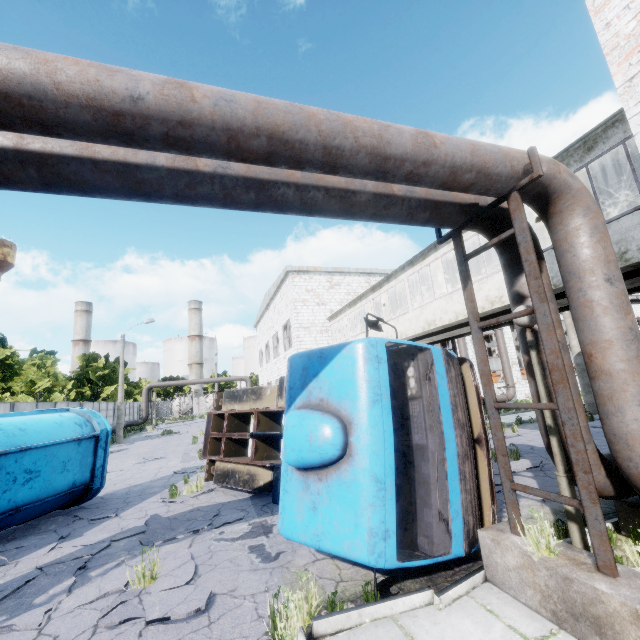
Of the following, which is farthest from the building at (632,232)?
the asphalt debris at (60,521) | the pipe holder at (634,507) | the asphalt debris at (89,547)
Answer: the asphalt debris at (60,521)

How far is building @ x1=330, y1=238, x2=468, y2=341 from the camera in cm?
1127

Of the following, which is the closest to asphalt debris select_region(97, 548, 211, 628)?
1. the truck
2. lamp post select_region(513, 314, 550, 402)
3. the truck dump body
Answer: the truck dump body

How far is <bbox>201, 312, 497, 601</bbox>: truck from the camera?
4.0m

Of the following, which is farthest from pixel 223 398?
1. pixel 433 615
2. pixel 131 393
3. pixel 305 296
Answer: pixel 131 393

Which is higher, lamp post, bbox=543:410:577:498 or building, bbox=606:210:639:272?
building, bbox=606:210:639:272

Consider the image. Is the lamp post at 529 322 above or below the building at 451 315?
below
